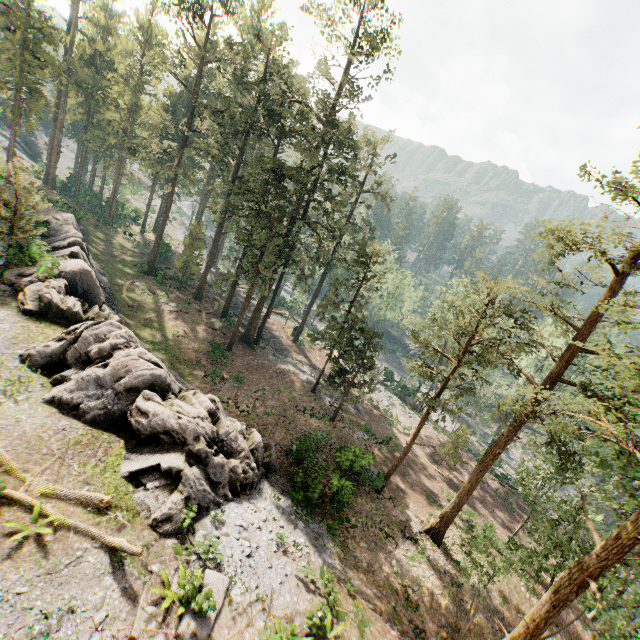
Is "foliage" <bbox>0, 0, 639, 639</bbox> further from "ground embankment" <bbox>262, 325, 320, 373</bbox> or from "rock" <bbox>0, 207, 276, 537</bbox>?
"rock" <bbox>0, 207, 276, 537</bbox>

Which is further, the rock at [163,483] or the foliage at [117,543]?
the rock at [163,483]

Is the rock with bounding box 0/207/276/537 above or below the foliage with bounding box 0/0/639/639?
below

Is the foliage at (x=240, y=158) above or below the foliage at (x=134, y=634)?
above

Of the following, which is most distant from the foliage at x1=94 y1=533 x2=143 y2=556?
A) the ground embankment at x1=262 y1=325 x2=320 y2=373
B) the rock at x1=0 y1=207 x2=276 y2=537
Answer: the rock at x1=0 y1=207 x2=276 y2=537

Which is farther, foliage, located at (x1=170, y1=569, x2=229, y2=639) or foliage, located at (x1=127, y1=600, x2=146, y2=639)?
foliage, located at (x1=170, y1=569, x2=229, y2=639)

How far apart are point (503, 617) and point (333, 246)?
40.8m
